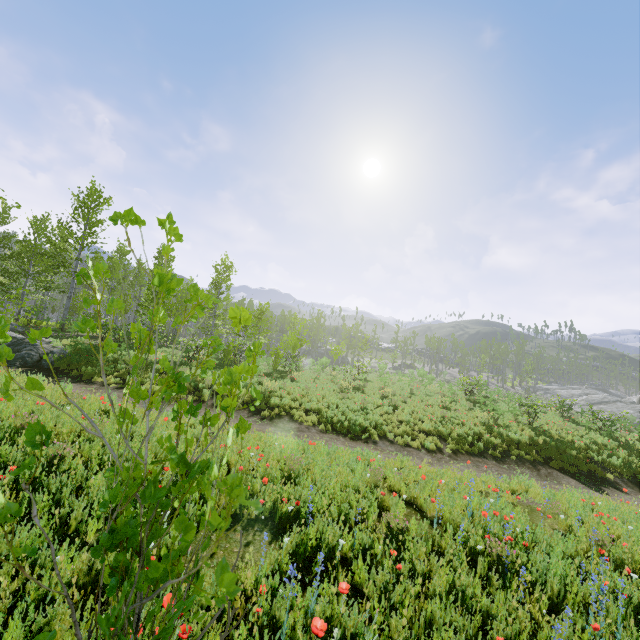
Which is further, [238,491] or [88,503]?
[88,503]

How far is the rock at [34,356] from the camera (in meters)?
13.79

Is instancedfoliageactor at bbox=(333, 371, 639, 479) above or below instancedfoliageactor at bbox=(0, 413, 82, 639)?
below

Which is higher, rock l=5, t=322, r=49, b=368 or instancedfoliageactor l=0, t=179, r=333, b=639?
instancedfoliageactor l=0, t=179, r=333, b=639

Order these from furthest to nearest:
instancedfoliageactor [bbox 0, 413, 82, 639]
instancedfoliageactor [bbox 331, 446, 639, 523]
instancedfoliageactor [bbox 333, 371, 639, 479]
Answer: instancedfoliageactor [bbox 333, 371, 639, 479] → instancedfoliageactor [bbox 331, 446, 639, 523] → instancedfoliageactor [bbox 0, 413, 82, 639]

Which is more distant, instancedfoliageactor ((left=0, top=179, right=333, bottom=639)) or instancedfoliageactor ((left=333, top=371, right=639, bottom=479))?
instancedfoliageactor ((left=333, top=371, right=639, bottom=479))

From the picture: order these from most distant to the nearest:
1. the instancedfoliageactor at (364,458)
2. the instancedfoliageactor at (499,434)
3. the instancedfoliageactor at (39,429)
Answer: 1. the instancedfoliageactor at (499,434)
2. the instancedfoliageactor at (364,458)
3. the instancedfoliageactor at (39,429)

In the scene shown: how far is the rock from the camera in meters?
13.8
